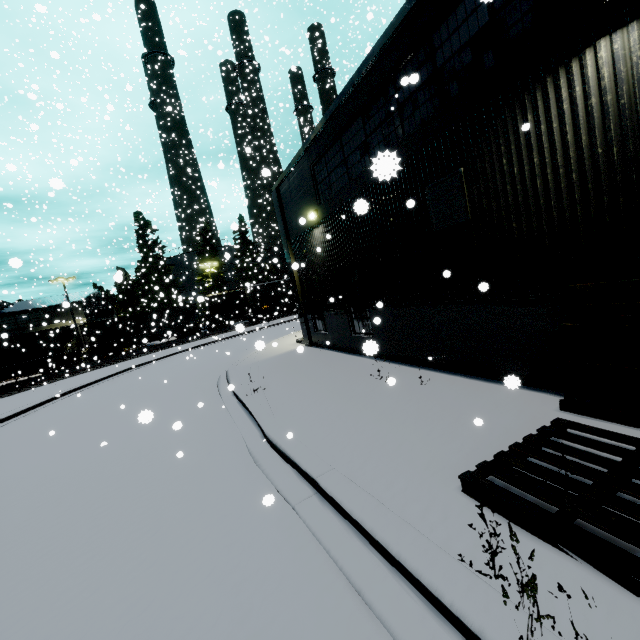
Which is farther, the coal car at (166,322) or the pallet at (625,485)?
the coal car at (166,322)

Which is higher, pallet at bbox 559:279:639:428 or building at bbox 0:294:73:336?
building at bbox 0:294:73:336

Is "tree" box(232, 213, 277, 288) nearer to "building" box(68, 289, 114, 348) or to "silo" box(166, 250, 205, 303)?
"silo" box(166, 250, 205, 303)

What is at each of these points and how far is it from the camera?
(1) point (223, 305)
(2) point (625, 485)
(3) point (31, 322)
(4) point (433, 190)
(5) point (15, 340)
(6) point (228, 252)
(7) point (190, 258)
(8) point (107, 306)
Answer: (1) cargo car, 43.6m
(2) pallet, 3.1m
(3) building, 38.4m
(4) vent, 7.1m
(5) coal car, 27.9m
(6) silo, 54.7m
(7) silo, 53.2m
(8) building, 55.9m

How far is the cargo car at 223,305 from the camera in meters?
41.5 m

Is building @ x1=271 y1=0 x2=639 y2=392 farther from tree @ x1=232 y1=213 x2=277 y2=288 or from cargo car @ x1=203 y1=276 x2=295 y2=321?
tree @ x1=232 y1=213 x2=277 y2=288

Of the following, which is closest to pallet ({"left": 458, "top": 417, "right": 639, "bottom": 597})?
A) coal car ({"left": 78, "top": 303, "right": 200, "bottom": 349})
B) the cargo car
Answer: coal car ({"left": 78, "top": 303, "right": 200, "bottom": 349})

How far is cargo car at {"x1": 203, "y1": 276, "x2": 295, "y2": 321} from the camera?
41.5 meters
